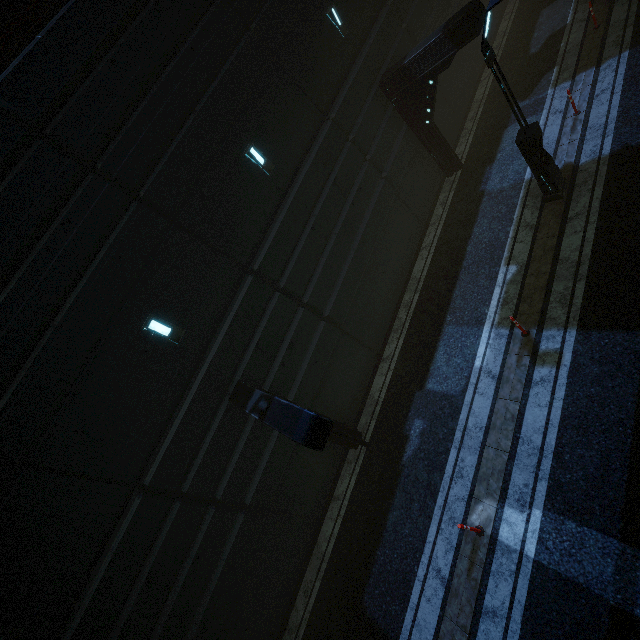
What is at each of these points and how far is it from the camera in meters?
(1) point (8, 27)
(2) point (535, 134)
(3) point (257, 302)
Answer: (1) building, 6.6
(2) street light, 8.3
(3) building, 9.0

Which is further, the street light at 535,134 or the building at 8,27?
the street light at 535,134

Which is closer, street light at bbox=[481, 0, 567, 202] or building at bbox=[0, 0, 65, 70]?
building at bbox=[0, 0, 65, 70]

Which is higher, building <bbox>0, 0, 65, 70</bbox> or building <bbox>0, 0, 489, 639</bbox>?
building <bbox>0, 0, 65, 70</bbox>

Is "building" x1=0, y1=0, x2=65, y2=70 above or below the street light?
above
